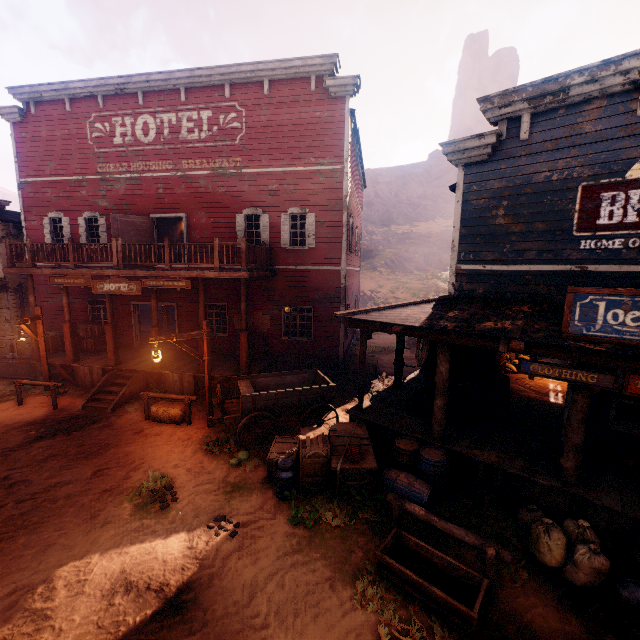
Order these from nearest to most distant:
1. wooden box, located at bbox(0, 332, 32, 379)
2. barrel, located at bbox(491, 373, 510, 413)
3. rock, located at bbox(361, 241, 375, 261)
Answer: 1. barrel, located at bbox(491, 373, 510, 413)
2. wooden box, located at bbox(0, 332, 32, 379)
3. rock, located at bbox(361, 241, 375, 261)

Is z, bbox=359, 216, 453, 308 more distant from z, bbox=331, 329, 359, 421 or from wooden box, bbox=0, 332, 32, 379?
wooden box, bbox=0, 332, 32, 379

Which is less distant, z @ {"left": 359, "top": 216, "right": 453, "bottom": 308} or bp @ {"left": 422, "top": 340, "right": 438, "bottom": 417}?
bp @ {"left": 422, "top": 340, "right": 438, "bottom": 417}

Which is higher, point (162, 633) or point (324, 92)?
point (324, 92)

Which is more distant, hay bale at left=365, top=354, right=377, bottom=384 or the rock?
the rock

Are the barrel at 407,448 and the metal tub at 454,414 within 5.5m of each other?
yes

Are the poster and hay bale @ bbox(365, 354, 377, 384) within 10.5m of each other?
yes

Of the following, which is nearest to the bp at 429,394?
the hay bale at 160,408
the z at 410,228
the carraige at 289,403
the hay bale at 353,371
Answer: the carraige at 289,403
